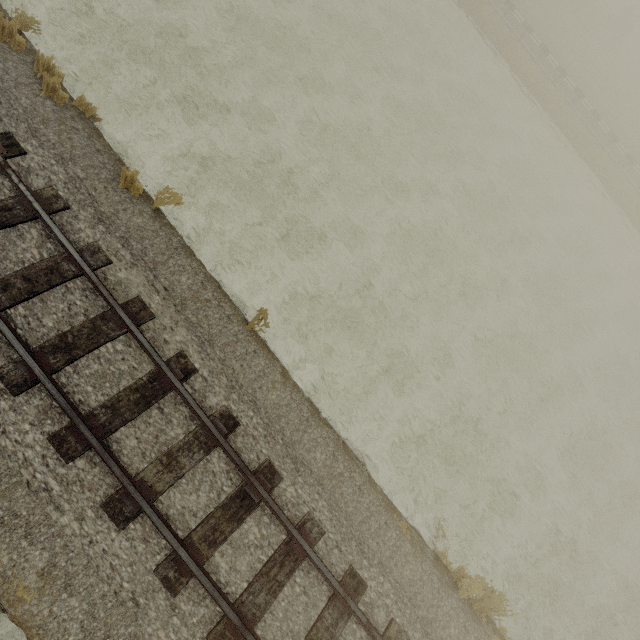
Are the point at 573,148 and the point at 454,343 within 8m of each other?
no
